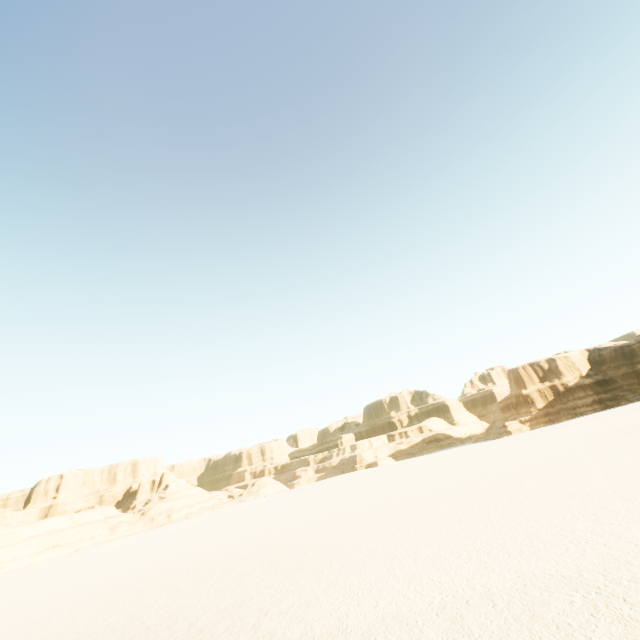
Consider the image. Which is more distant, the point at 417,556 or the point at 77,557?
the point at 77,557
